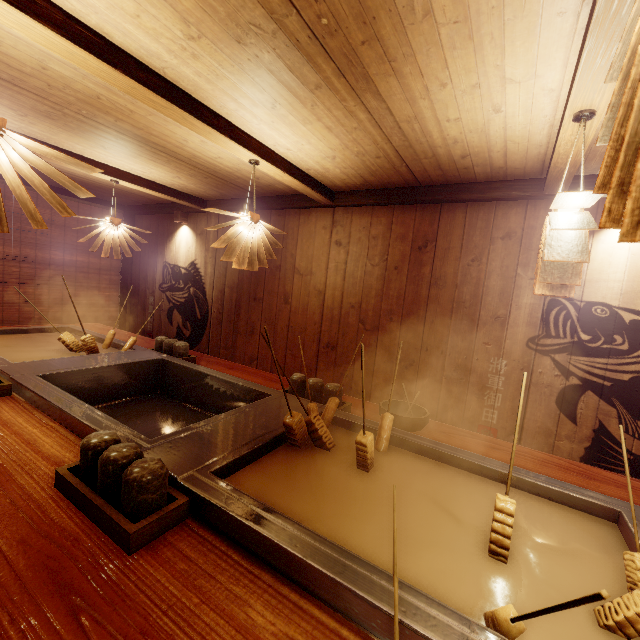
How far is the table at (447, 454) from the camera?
2.5m

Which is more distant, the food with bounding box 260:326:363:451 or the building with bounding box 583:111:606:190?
the building with bounding box 583:111:606:190

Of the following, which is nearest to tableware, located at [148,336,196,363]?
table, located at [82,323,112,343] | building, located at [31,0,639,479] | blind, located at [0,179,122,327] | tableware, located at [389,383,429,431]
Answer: table, located at [82,323,112,343]

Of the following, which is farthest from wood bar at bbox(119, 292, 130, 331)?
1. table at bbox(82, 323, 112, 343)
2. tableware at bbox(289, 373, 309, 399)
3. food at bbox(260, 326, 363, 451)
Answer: food at bbox(260, 326, 363, 451)

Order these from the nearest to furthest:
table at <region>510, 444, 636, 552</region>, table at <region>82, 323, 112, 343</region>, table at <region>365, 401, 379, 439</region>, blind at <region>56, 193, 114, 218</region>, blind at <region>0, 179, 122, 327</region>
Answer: table at <region>510, 444, 636, 552</region> → table at <region>365, 401, 379, 439</region> → table at <region>82, 323, 112, 343</region> → blind at <region>0, 179, 122, 327</region> → blind at <region>56, 193, 114, 218</region>

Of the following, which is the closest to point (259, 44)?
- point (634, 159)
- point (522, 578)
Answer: point (634, 159)

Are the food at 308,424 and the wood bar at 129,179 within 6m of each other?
yes

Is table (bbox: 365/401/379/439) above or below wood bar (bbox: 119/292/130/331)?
above
